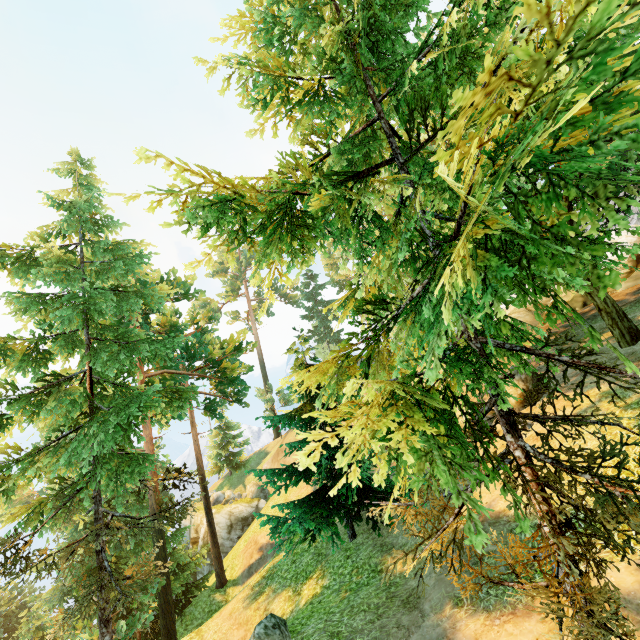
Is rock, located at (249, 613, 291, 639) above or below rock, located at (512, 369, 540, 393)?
below

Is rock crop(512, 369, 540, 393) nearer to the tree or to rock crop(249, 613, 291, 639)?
the tree

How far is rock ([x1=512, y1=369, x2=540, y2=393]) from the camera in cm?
1323

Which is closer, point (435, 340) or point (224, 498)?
point (435, 340)

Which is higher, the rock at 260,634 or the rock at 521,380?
the rock at 521,380

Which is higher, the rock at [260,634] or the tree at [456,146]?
the tree at [456,146]
